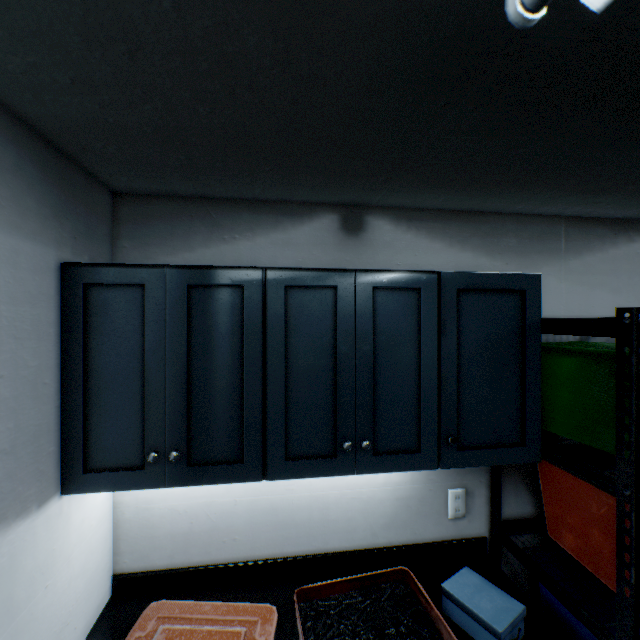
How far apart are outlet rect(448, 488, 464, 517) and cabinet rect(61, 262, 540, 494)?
0.3m

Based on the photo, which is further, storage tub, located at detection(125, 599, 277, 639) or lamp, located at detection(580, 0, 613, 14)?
storage tub, located at detection(125, 599, 277, 639)

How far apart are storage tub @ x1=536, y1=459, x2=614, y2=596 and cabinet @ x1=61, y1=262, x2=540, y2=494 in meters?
0.2

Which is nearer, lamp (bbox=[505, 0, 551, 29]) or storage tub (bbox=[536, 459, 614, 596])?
lamp (bbox=[505, 0, 551, 29])

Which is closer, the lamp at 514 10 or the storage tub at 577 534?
the lamp at 514 10

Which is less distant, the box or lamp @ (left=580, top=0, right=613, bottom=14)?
lamp @ (left=580, top=0, right=613, bottom=14)

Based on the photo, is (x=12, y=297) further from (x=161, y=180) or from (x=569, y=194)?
(x=569, y=194)

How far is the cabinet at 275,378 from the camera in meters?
1.0 m
